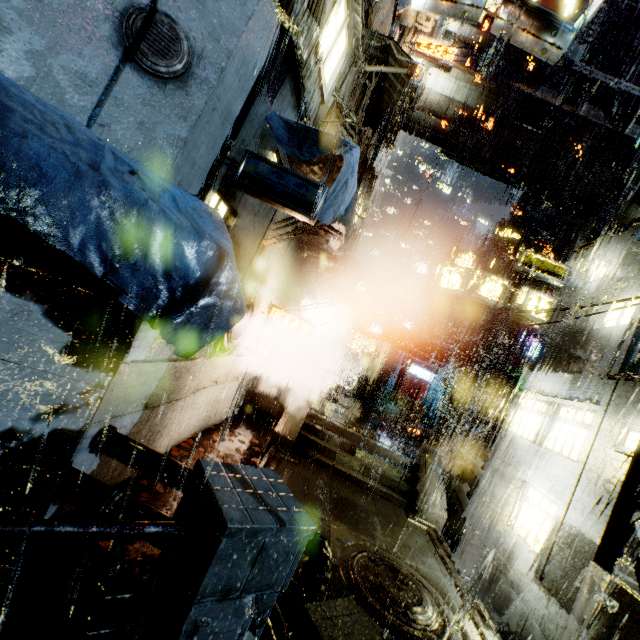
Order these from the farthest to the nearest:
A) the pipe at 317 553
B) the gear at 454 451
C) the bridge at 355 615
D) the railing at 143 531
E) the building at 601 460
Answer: the gear at 454 451 → the building at 601 460 → the pipe at 317 553 → the bridge at 355 615 → the railing at 143 531

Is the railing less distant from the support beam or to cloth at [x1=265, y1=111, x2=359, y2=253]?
cloth at [x1=265, y1=111, x2=359, y2=253]

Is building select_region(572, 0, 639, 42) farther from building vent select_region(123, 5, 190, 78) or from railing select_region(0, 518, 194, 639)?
railing select_region(0, 518, 194, 639)

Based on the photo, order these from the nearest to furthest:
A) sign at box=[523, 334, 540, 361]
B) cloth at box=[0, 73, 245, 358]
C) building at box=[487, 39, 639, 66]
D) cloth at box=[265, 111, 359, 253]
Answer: cloth at box=[0, 73, 245, 358], cloth at box=[265, 111, 359, 253], building at box=[487, 39, 639, 66], sign at box=[523, 334, 540, 361]

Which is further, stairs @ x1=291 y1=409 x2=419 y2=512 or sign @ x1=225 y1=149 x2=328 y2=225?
stairs @ x1=291 y1=409 x2=419 y2=512

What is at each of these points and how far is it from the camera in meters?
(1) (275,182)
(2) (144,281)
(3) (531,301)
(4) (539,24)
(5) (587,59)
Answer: →
(1) sign, 5.9 m
(2) cloth, 3.4 m
(3) sign, 14.8 m
(4) sign, 5.8 m
(5) building, 21.6 m

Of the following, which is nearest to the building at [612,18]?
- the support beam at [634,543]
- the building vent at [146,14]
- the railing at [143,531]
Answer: the building vent at [146,14]

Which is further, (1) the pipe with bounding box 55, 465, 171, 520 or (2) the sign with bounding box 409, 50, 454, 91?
(2) the sign with bounding box 409, 50, 454, 91
